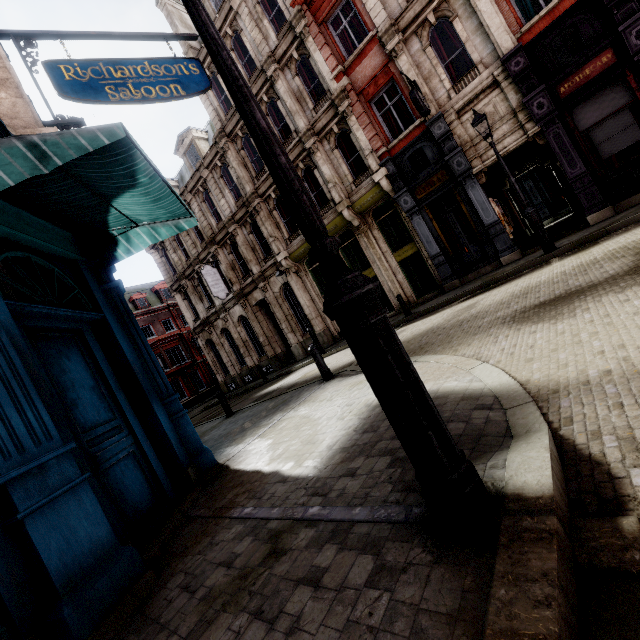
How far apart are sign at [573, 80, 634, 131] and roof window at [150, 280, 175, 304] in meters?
40.5

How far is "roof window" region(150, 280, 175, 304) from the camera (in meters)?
39.97

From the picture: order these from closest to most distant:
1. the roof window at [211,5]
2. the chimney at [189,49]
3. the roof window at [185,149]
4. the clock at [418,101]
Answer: the clock at [418,101], the roof window at [211,5], the chimney at [189,49], the roof window at [185,149]

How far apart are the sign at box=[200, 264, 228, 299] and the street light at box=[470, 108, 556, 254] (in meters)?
16.10

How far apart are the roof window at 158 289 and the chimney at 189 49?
25.88m

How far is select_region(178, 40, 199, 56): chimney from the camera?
19.4m

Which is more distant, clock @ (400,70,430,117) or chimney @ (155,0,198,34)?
chimney @ (155,0,198,34)

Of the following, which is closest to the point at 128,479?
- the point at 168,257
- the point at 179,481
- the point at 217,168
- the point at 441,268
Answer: the point at 179,481
